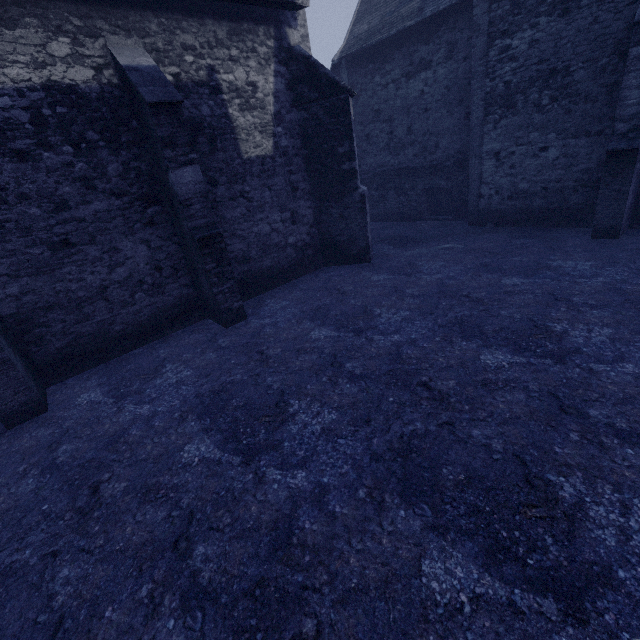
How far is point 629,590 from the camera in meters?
2.4
